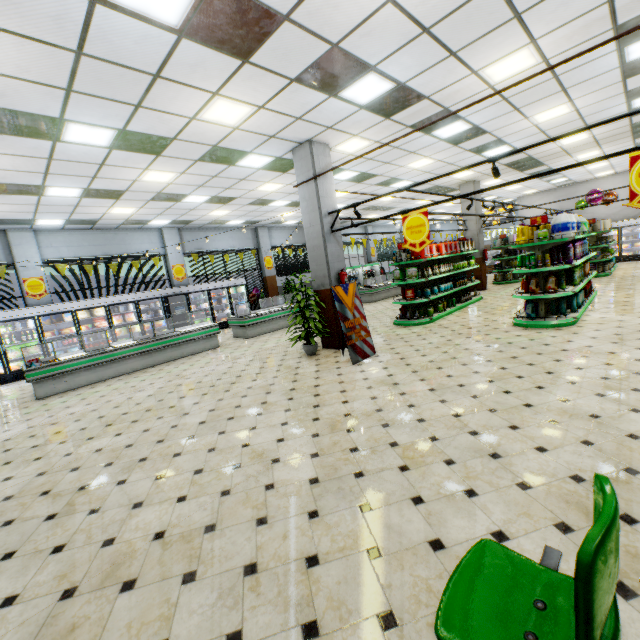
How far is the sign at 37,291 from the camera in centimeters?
1118cm

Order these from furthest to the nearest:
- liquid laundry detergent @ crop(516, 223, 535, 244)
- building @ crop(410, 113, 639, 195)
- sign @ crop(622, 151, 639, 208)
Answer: building @ crop(410, 113, 639, 195) < liquid laundry detergent @ crop(516, 223, 535, 244) < sign @ crop(622, 151, 639, 208)

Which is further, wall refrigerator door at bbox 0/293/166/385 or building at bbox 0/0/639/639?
wall refrigerator door at bbox 0/293/166/385

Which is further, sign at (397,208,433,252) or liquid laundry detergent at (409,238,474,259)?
liquid laundry detergent at (409,238,474,259)

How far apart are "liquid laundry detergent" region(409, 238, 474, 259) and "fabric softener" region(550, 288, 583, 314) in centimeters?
343cm

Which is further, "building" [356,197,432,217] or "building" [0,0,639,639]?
"building" [356,197,432,217]

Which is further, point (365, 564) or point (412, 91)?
point (412, 91)

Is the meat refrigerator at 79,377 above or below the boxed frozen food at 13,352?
below
